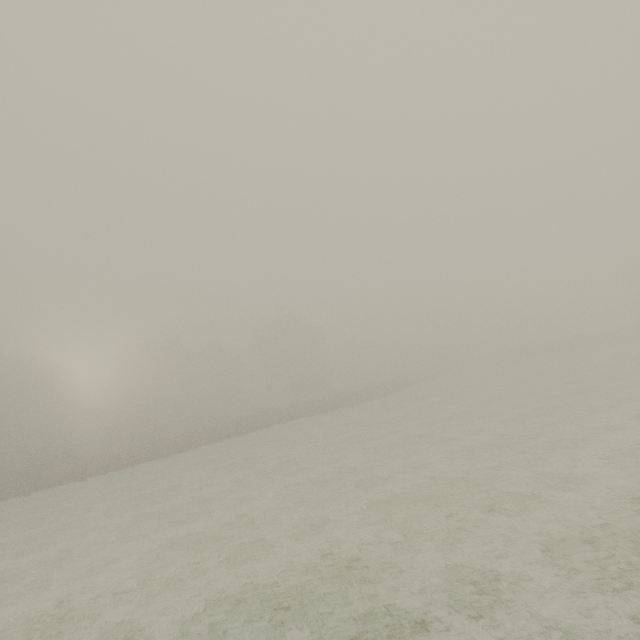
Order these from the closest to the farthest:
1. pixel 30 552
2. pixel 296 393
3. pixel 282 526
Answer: pixel 282 526 → pixel 30 552 → pixel 296 393
